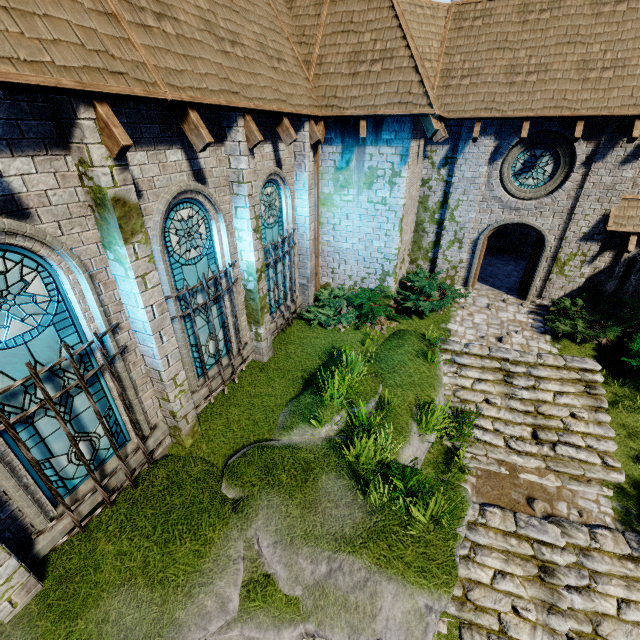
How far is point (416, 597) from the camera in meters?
4.3 m

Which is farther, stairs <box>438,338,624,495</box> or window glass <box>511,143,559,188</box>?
window glass <box>511,143,559,188</box>

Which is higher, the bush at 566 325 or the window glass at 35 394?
the window glass at 35 394

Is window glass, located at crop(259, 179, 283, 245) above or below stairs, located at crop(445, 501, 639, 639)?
above

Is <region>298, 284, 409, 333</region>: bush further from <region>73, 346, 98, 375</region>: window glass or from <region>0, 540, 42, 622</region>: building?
<region>73, 346, 98, 375</region>: window glass

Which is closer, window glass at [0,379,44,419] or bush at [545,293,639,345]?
window glass at [0,379,44,419]

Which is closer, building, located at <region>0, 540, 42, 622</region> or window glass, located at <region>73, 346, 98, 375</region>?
building, located at <region>0, 540, 42, 622</region>

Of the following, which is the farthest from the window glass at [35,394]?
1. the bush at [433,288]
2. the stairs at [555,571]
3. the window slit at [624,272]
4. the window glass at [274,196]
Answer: the window slit at [624,272]
